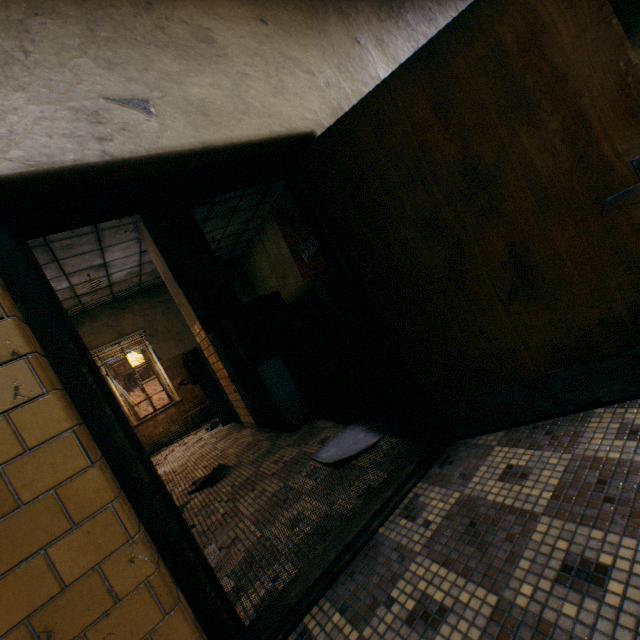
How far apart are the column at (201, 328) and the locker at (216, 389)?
0.01m

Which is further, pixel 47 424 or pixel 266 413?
pixel 266 413

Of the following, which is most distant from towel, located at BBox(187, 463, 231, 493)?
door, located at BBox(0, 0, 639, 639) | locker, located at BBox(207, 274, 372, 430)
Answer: door, located at BBox(0, 0, 639, 639)

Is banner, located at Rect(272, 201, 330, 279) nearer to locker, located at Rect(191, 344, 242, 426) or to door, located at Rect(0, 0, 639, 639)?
locker, located at Rect(191, 344, 242, 426)

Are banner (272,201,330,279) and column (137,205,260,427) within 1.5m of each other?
no

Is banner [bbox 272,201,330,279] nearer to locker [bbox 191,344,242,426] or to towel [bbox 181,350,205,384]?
locker [bbox 191,344,242,426]

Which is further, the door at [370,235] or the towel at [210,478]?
the towel at [210,478]

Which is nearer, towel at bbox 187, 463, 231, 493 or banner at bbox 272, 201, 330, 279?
towel at bbox 187, 463, 231, 493
